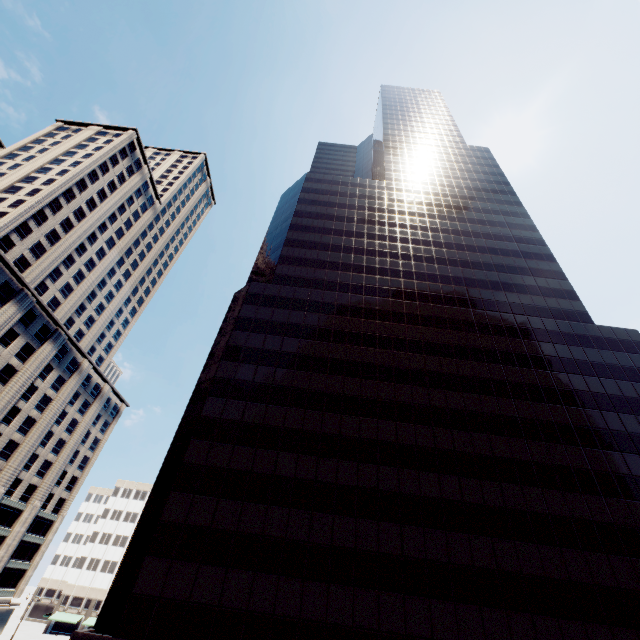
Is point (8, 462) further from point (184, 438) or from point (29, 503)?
point (184, 438)

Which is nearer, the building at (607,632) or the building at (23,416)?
the building at (607,632)

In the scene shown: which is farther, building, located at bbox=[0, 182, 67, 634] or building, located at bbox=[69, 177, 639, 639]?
building, located at bbox=[0, 182, 67, 634]
